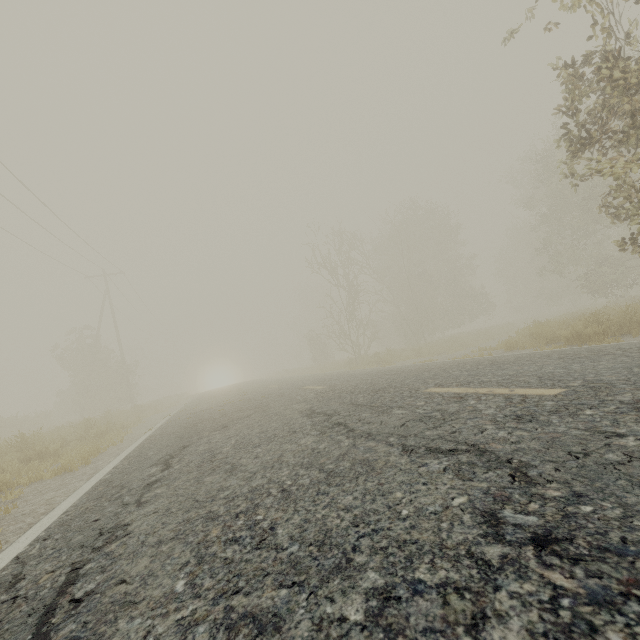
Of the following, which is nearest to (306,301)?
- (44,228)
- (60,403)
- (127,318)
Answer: (127,318)

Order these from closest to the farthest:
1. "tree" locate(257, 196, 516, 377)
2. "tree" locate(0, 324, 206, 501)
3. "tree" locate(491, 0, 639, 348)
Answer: "tree" locate(491, 0, 639, 348)
"tree" locate(0, 324, 206, 501)
"tree" locate(257, 196, 516, 377)

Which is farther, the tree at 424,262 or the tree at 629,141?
the tree at 424,262

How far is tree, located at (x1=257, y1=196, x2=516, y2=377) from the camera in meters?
20.5

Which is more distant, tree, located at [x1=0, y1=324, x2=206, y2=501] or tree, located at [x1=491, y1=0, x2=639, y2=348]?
tree, located at [x1=0, y1=324, x2=206, y2=501]

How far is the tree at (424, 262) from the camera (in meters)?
20.53
